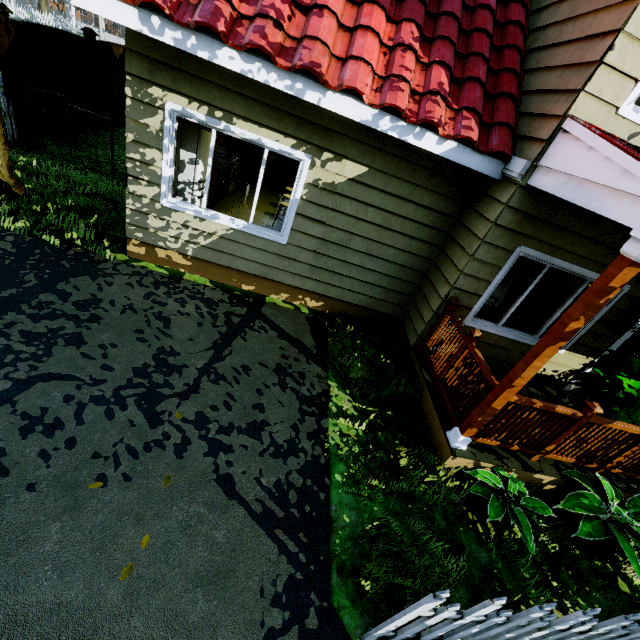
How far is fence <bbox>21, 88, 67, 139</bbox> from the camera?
7.4m

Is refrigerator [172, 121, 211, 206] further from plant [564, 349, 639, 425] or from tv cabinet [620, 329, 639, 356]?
tv cabinet [620, 329, 639, 356]

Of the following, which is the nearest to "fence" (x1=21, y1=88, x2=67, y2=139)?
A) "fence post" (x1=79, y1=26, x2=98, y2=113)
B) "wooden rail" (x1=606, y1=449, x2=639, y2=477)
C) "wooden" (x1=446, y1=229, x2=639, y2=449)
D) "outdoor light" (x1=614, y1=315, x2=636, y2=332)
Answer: "fence post" (x1=79, y1=26, x2=98, y2=113)

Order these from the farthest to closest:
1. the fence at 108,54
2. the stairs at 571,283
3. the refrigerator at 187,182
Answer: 1. the stairs at 571,283
2. the fence at 108,54
3. the refrigerator at 187,182

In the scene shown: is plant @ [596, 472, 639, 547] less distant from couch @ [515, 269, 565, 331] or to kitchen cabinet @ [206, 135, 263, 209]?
couch @ [515, 269, 565, 331]

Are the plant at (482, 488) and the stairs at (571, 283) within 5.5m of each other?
no

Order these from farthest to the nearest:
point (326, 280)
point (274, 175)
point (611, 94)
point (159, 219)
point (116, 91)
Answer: point (116, 91) → point (274, 175) → point (326, 280) → point (159, 219) → point (611, 94)

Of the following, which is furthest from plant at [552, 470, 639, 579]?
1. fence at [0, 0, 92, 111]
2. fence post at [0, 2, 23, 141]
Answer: fence post at [0, 2, 23, 141]
